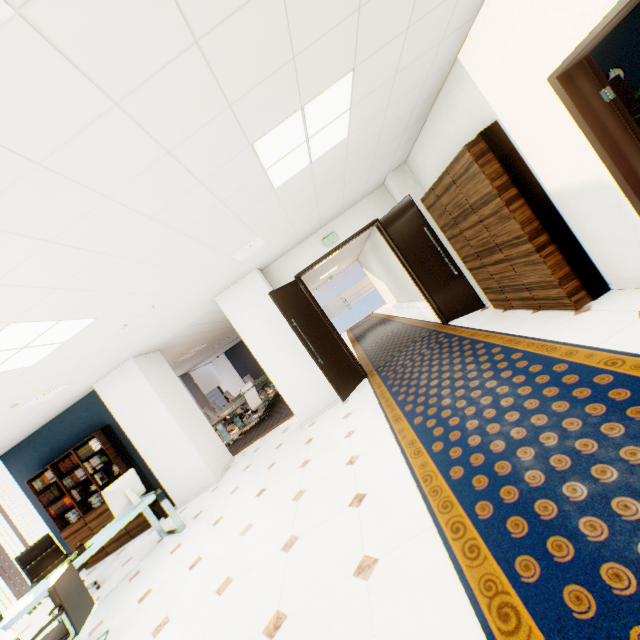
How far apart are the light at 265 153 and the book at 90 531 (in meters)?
6.21

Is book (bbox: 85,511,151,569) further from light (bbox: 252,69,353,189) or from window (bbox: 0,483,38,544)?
light (bbox: 252,69,353,189)

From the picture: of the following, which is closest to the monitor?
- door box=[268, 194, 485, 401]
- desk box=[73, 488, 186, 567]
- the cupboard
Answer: desk box=[73, 488, 186, 567]

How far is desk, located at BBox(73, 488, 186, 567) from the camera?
4.3m

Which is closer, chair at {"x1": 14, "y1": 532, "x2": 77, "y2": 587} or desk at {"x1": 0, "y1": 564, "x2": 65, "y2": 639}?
desk at {"x1": 0, "y1": 564, "x2": 65, "y2": 639}

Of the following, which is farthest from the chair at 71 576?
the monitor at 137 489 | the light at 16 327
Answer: the light at 16 327

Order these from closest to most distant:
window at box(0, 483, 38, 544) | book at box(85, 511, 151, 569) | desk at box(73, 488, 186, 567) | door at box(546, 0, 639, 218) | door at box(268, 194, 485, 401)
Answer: door at box(546, 0, 639, 218) < desk at box(73, 488, 186, 567) < door at box(268, 194, 485, 401) < book at box(85, 511, 151, 569) < window at box(0, 483, 38, 544)

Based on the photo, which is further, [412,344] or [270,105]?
[412,344]
